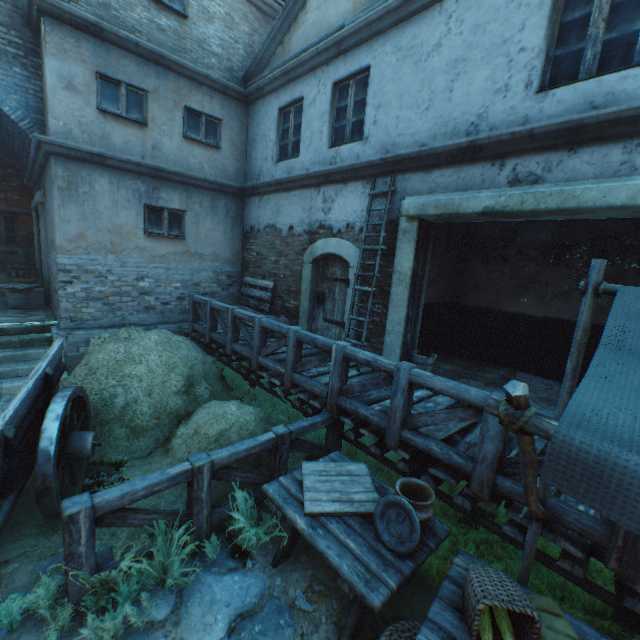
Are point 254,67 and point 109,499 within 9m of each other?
no

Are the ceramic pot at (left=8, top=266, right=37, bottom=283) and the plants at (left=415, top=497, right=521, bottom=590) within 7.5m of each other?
no

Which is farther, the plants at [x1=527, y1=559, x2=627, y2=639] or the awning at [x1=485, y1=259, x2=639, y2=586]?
the plants at [x1=527, y1=559, x2=627, y2=639]

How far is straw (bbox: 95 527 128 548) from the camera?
3.3 meters

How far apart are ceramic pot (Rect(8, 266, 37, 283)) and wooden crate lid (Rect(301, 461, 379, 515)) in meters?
13.2

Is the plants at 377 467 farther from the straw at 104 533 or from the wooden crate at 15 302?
the wooden crate at 15 302

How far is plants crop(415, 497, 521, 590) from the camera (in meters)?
3.15

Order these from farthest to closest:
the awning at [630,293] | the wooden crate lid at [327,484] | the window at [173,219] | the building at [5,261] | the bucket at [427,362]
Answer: the building at [5,261] < the window at [173,219] < the bucket at [427,362] < the wooden crate lid at [327,484] < the awning at [630,293]
